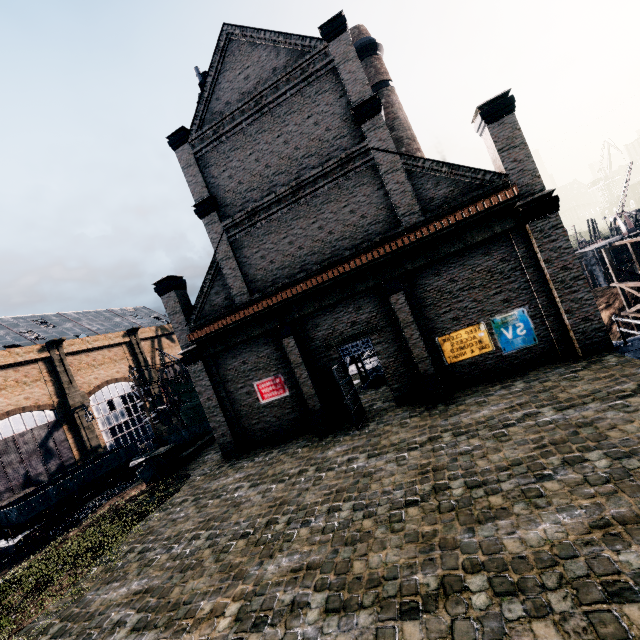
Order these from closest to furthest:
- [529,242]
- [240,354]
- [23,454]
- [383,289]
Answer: [529,242], [383,289], [240,354], [23,454]

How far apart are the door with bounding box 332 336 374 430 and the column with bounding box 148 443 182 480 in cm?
1262

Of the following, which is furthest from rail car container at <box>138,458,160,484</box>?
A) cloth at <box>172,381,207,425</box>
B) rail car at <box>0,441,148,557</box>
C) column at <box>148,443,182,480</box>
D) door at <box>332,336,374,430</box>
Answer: door at <box>332,336,374,430</box>

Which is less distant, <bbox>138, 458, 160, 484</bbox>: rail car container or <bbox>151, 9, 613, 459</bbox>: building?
<bbox>151, 9, 613, 459</bbox>: building

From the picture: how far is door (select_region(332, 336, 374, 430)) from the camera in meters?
15.2

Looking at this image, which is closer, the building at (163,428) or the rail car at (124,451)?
the rail car at (124,451)

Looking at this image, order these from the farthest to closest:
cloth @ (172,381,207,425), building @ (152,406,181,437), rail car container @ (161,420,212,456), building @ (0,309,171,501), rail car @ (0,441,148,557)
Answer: building @ (152,406,181,437) < cloth @ (172,381,207,425) < building @ (0,309,171,501) < rail car @ (0,441,148,557) < rail car container @ (161,420,212,456)

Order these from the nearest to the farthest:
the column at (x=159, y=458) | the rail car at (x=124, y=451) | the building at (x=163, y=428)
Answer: the column at (x=159, y=458) < the rail car at (x=124, y=451) < the building at (x=163, y=428)
